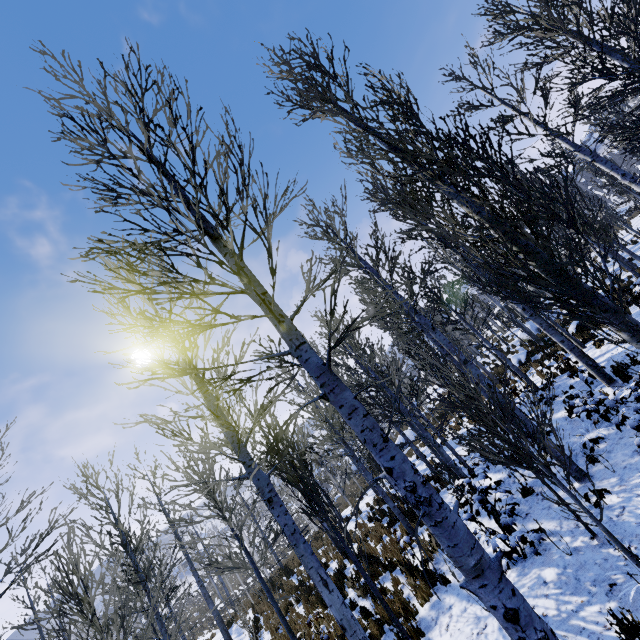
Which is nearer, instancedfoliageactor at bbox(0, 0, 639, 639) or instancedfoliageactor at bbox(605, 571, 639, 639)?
instancedfoliageactor at bbox(0, 0, 639, 639)

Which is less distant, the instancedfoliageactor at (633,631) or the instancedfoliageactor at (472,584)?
the instancedfoliageactor at (472,584)

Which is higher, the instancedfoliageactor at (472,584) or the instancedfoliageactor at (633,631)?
the instancedfoliageactor at (472,584)

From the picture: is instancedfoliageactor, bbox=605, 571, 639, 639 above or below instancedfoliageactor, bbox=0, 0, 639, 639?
below

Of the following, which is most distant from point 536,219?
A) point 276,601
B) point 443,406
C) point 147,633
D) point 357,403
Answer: point 276,601
